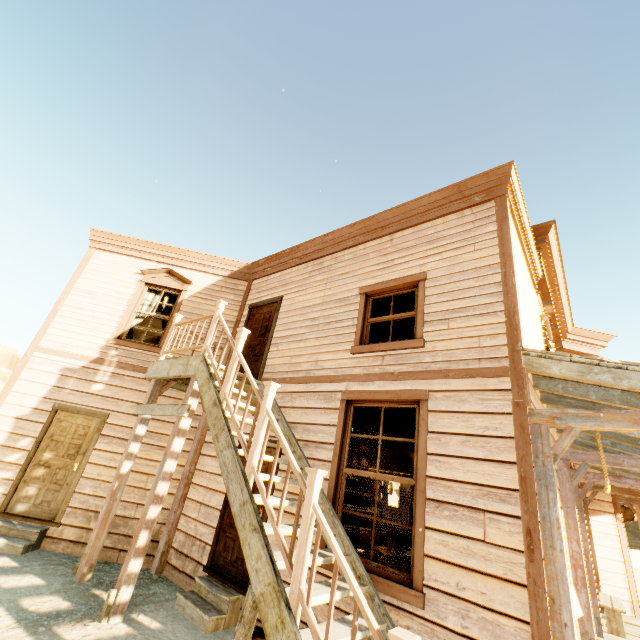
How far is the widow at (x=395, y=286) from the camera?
4.98m

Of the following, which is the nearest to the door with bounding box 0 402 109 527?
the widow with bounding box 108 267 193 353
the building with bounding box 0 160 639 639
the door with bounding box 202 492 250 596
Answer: the building with bounding box 0 160 639 639

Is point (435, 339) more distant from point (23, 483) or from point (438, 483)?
point (23, 483)

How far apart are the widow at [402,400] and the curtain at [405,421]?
0.0m

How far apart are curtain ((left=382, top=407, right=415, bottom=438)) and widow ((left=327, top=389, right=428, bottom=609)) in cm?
1

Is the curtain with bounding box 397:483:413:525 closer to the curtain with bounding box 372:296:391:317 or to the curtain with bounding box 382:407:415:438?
the curtain with bounding box 382:407:415:438

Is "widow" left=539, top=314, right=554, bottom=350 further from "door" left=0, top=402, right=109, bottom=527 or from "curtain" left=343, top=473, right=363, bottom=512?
"door" left=0, top=402, right=109, bottom=527

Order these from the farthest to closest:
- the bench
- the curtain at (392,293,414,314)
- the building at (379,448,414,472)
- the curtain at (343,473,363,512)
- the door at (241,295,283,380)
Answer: the building at (379,448,414,472)
the door at (241,295,283,380)
the bench
the curtain at (392,293,414,314)
the curtain at (343,473,363,512)
